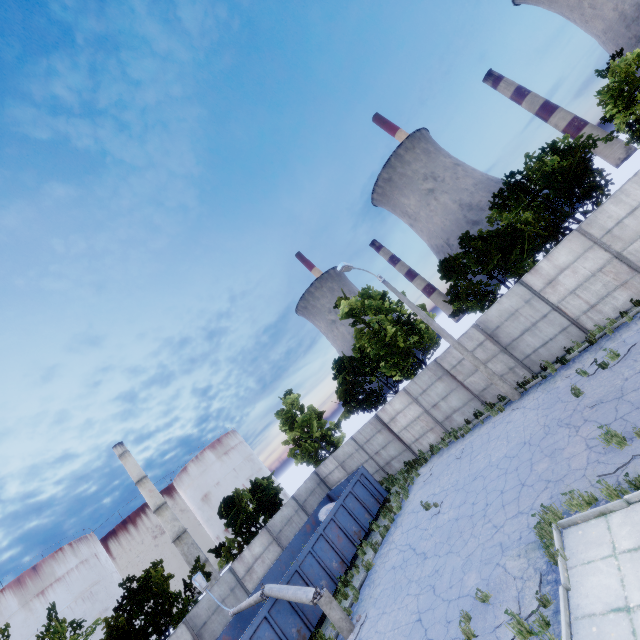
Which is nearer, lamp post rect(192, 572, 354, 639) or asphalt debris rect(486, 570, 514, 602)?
asphalt debris rect(486, 570, 514, 602)

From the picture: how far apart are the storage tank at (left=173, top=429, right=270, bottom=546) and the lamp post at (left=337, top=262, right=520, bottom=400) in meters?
47.1 m

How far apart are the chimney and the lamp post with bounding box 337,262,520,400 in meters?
45.8 m

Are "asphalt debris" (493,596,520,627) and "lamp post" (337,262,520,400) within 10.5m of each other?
yes

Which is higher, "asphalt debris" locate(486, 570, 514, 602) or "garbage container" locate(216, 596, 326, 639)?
"garbage container" locate(216, 596, 326, 639)

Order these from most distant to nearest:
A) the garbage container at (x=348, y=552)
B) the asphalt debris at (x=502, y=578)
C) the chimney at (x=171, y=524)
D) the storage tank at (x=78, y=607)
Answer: the chimney at (x=171, y=524) → the storage tank at (x=78, y=607) → the garbage container at (x=348, y=552) → the asphalt debris at (x=502, y=578)

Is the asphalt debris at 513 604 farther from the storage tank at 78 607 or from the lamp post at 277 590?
the storage tank at 78 607

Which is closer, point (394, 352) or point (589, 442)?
point (589, 442)
